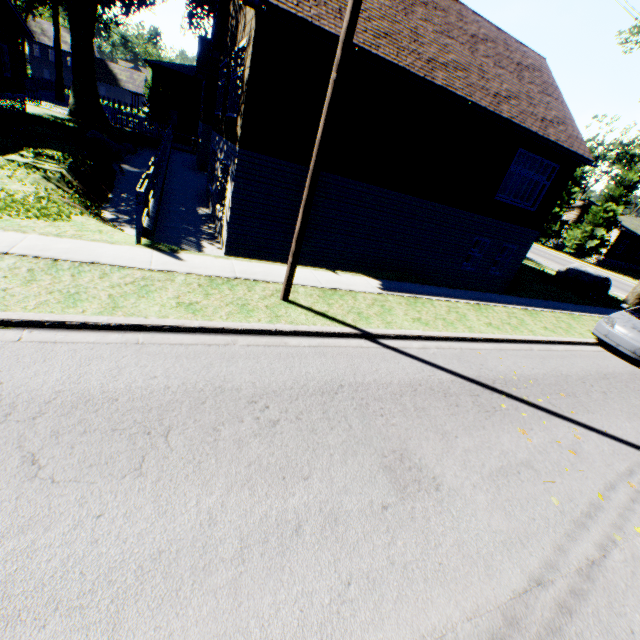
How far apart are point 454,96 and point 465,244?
6.3m

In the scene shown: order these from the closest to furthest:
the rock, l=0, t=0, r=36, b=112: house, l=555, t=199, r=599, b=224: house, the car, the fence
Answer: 1. the fence
2. the car
3. l=0, t=0, r=36, b=112: house
4. the rock
5. l=555, t=199, r=599, b=224: house

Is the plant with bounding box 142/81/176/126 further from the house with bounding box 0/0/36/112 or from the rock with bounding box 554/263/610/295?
the rock with bounding box 554/263/610/295

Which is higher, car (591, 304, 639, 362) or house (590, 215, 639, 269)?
house (590, 215, 639, 269)

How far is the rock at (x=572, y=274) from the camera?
20.1 meters

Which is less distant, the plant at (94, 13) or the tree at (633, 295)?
the tree at (633, 295)

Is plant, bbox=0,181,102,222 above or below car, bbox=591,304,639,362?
below

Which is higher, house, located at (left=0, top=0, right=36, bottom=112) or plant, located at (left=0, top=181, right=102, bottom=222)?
house, located at (left=0, top=0, right=36, bottom=112)
